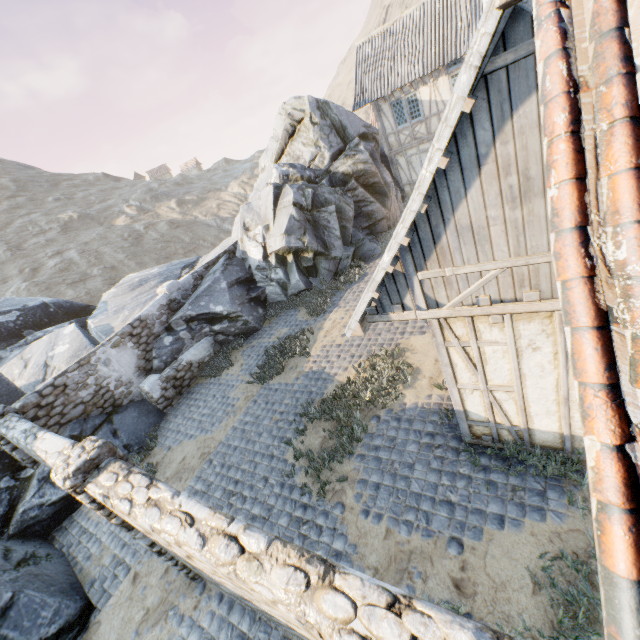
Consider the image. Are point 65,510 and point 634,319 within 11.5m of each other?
no

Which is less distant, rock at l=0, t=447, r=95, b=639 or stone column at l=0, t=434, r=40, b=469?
rock at l=0, t=447, r=95, b=639

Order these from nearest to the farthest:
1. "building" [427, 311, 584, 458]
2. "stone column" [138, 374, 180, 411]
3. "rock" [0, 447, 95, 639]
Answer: "building" [427, 311, 584, 458] < "rock" [0, 447, 95, 639] < "stone column" [138, 374, 180, 411]

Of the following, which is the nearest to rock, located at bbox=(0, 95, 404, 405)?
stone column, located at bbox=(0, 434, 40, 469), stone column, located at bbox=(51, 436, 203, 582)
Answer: stone column, located at bbox=(0, 434, 40, 469)

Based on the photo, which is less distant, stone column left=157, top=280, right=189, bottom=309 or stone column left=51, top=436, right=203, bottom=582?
stone column left=51, top=436, right=203, bottom=582

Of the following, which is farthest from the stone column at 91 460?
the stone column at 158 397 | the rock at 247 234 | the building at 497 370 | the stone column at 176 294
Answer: the stone column at 176 294

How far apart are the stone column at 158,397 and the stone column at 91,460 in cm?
549

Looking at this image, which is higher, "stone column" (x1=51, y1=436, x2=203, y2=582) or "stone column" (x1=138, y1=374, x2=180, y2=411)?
"stone column" (x1=51, y1=436, x2=203, y2=582)
